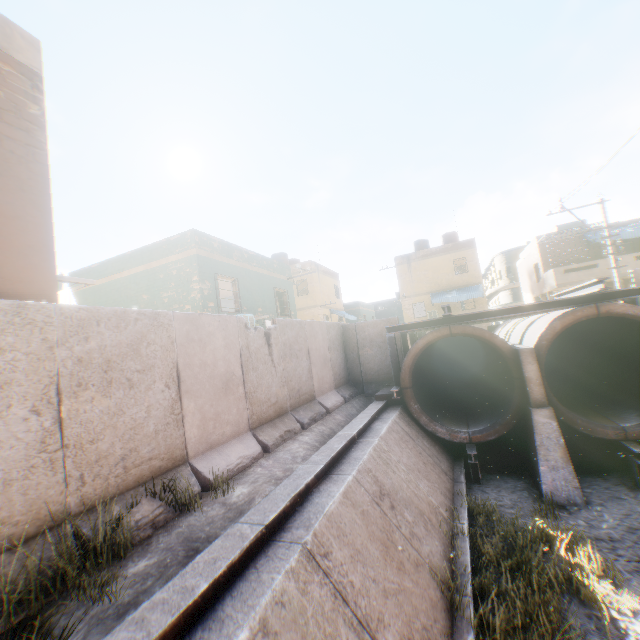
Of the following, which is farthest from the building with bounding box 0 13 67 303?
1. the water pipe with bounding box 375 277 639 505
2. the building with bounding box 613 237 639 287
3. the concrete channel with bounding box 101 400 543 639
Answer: the building with bounding box 613 237 639 287

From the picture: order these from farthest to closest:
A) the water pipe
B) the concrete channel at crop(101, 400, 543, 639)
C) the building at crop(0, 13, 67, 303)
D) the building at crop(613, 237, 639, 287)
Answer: the building at crop(613, 237, 639, 287) → the water pipe → the building at crop(0, 13, 67, 303) → the concrete channel at crop(101, 400, 543, 639)

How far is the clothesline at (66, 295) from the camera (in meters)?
6.48

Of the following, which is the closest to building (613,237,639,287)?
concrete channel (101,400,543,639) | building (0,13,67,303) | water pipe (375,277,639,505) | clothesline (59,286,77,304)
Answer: building (0,13,67,303)

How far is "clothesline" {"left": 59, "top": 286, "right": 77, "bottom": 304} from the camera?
6.48m

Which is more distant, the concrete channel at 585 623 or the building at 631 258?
the building at 631 258

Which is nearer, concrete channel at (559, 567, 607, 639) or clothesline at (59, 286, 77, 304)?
concrete channel at (559, 567, 607, 639)

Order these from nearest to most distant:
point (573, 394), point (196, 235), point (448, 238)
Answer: point (196, 235)
point (573, 394)
point (448, 238)
